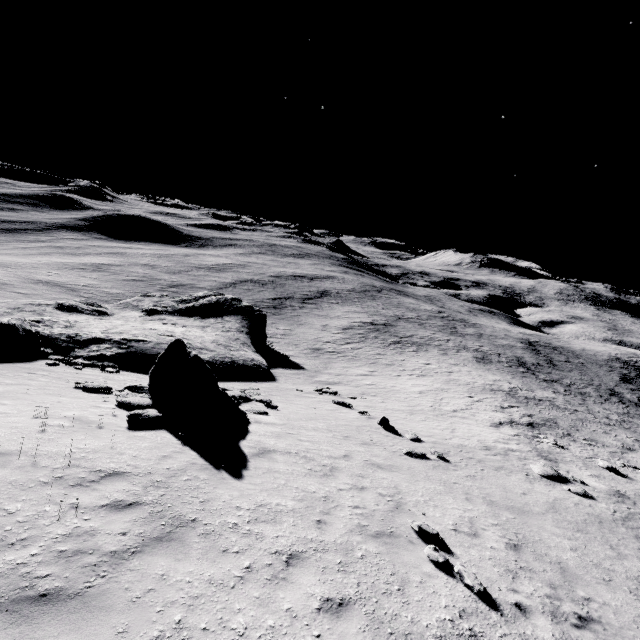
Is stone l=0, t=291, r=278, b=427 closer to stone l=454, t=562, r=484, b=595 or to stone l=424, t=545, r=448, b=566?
stone l=424, t=545, r=448, b=566

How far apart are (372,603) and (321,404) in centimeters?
1465cm

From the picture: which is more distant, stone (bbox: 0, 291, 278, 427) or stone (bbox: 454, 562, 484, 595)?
stone (bbox: 0, 291, 278, 427)

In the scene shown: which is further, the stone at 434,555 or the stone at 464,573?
the stone at 434,555

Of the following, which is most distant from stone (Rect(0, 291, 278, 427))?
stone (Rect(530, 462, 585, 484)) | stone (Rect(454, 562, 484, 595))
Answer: stone (Rect(530, 462, 585, 484))

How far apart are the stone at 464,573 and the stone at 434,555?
0.2 meters

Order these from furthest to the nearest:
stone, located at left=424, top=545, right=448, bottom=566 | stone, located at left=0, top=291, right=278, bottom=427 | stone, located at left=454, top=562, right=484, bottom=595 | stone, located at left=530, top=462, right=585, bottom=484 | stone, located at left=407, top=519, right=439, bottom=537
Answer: stone, located at left=530, top=462, right=585, bottom=484 → stone, located at left=0, top=291, right=278, bottom=427 → stone, located at left=407, top=519, right=439, bottom=537 → stone, located at left=424, top=545, right=448, bottom=566 → stone, located at left=454, top=562, right=484, bottom=595
